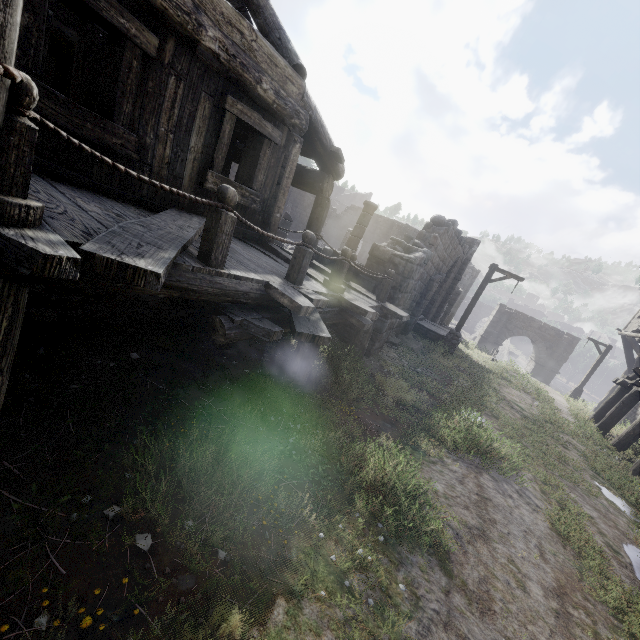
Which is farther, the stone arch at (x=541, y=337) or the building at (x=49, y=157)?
the stone arch at (x=541, y=337)

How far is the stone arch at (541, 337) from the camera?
31.0 meters

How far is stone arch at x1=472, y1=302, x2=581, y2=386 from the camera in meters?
31.0

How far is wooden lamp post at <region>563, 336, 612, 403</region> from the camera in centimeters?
2233cm

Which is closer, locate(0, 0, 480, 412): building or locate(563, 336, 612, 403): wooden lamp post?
locate(0, 0, 480, 412): building

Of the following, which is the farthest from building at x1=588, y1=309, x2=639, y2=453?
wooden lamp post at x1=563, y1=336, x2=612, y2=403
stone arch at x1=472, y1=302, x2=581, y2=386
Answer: wooden lamp post at x1=563, y1=336, x2=612, y2=403

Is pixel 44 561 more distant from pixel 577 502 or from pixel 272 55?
pixel 577 502

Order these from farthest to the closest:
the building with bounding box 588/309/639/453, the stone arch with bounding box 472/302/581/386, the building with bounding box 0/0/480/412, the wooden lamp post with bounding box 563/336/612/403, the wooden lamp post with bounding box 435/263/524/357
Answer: the stone arch with bounding box 472/302/581/386 → the wooden lamp post with bounding box 563/336/612/403 → the wooden lamp post with bounding box 435/263/524/357 → the building with bounding box 588/309/639/453 → the building with bounding box 0/0/480/412
